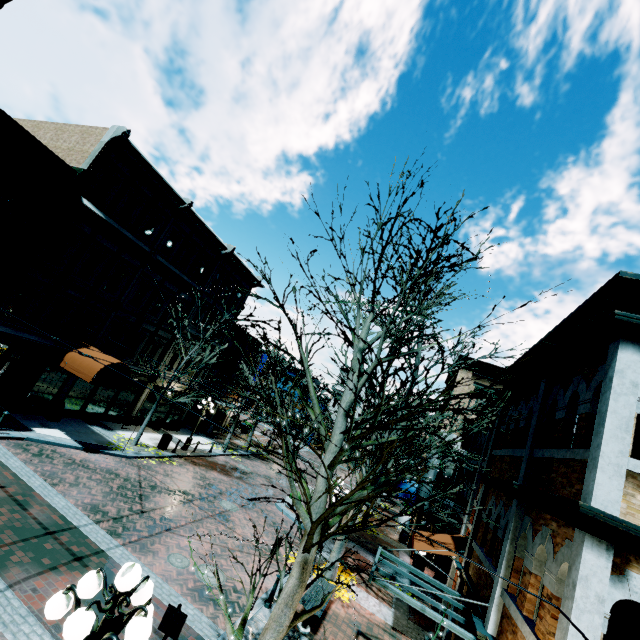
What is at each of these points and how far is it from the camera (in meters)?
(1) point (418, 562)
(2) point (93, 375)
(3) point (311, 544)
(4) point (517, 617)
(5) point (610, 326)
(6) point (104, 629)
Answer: (1) building, 16.89
(2) awning, 14.44
(3) tree, 4.43
(4) building, 5.39
(5) building, 5.04
(6) light, 3.25

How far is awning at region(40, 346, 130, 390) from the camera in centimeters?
1458cm

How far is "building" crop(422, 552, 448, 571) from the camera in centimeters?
1608cm

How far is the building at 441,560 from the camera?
16.1 meters

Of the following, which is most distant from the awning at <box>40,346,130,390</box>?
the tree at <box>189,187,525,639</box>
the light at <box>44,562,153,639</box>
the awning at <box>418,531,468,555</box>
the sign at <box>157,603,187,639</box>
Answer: the awning at <box>418,531,468,555</box>

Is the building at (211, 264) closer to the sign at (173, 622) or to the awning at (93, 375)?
the awning at (93, 375)

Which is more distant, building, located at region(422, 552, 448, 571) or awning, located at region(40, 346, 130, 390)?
building, located at region(422, 552, 448, 571)

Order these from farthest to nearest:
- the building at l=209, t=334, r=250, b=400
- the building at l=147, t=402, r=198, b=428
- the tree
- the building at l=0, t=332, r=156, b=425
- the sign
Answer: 1. the building at l=209, t=334, r=250, b=400
2. the building at l=147, t=402, r=198, b=428
3. the building at l=0, t=332, r=156, b=425
4. the sign
5. the tree
